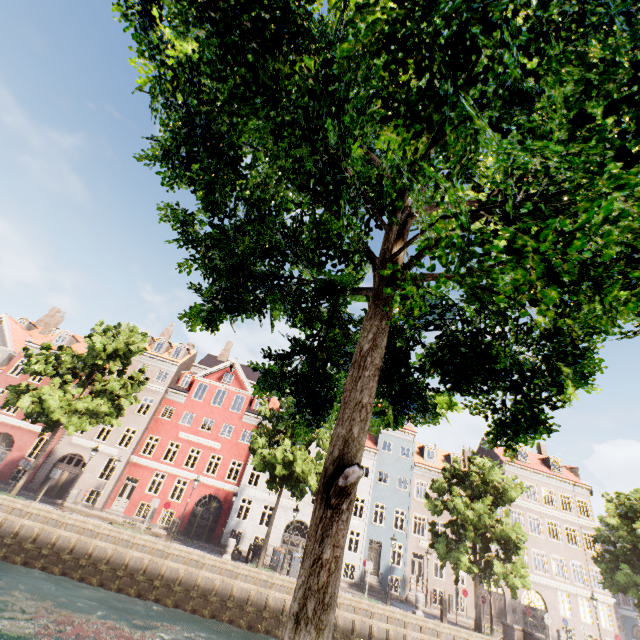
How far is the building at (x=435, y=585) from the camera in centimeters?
2728cm

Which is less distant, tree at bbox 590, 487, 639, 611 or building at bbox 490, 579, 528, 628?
tree at bbox 590, 487, 639, 611

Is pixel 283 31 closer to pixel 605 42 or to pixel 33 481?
pixel 605 42

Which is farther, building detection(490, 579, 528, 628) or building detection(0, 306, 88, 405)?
building detection(0, 306, 88, 405)

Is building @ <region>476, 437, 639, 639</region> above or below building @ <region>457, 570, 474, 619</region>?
above

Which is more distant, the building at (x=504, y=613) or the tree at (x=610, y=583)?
the building at (x=504, y=613)

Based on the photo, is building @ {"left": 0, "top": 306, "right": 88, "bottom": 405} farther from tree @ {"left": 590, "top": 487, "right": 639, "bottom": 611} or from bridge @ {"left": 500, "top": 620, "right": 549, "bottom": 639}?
bridge @ {"left": 500, "top": 620, "right": 549, "bottom": 639}
